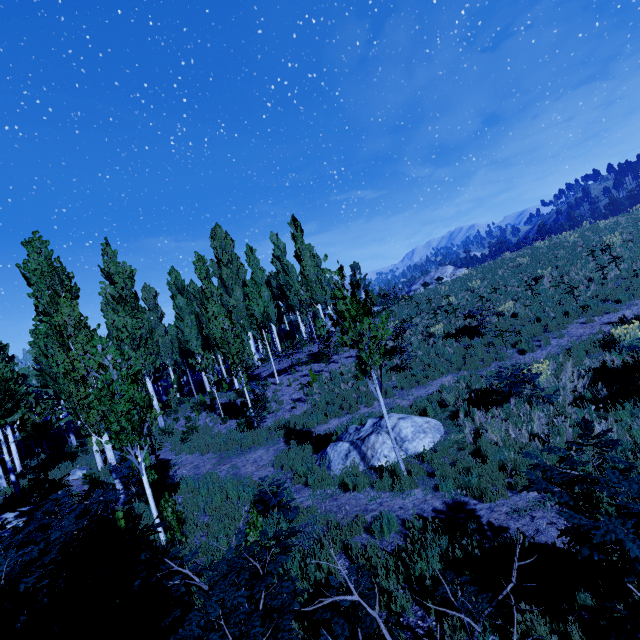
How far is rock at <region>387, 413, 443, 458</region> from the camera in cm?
829

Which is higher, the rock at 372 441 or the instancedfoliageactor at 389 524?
the rock at 372 441

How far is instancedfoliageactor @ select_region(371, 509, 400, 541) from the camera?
5.65m

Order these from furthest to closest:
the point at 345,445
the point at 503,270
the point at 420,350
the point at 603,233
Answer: the point at 503,270 → the point at 603,233 → the point at 420,350 → the point at 345,445

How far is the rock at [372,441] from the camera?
8.3 meters

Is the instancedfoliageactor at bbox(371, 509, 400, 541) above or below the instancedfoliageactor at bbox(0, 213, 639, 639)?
below

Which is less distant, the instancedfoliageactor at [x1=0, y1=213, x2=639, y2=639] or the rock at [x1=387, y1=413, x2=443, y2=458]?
the instancedfoliageactor at [x1=0, y1=213, x2=639, y2=639]
